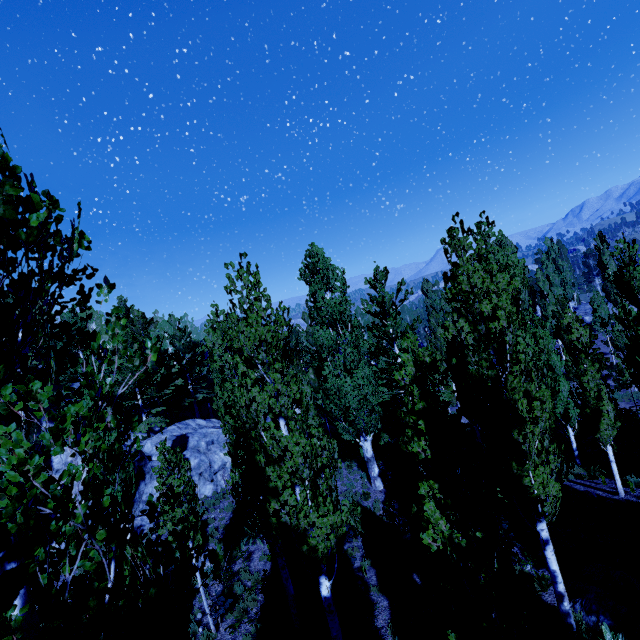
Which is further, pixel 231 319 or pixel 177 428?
pixel 177 428

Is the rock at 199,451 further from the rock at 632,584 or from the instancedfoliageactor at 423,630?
the rock at 632,584

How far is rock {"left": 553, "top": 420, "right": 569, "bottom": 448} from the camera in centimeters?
1997cm

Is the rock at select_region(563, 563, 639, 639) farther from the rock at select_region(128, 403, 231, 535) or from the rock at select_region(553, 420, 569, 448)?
the rock at select_region(128, 403, 231, 535)

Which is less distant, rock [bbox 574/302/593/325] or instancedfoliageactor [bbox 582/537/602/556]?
instancedfoliageactor [bbox 582/537/602/556]

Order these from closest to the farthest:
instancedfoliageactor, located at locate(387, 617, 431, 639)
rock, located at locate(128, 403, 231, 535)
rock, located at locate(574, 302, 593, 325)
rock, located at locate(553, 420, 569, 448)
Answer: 1. instancedfoliageactor, located at locate(387, 617, 431, 639)
2. rock, located at locate(128, 403, 231, 535)
3. rock, located at locate(553, 420, 569, 448)
4. rock, located at locate(574, 302, 593, 325)

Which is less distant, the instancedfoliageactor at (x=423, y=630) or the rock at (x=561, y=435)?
the instancedfoliageactor at (x=423, y=630)
